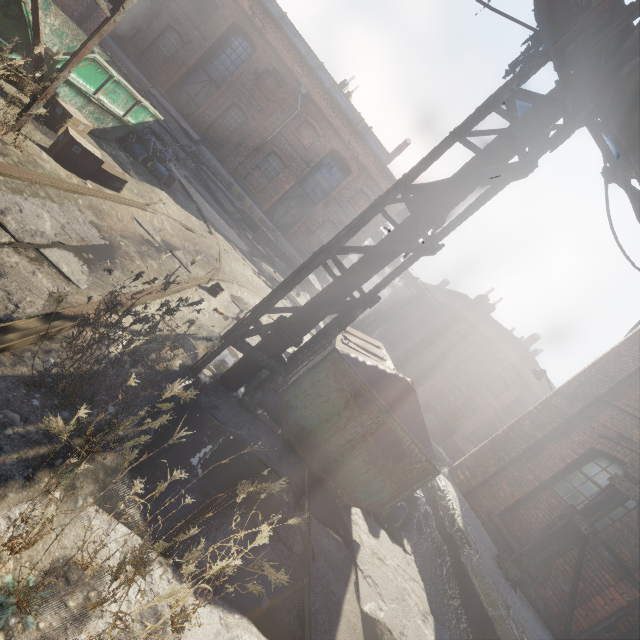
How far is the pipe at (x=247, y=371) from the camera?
4.17m

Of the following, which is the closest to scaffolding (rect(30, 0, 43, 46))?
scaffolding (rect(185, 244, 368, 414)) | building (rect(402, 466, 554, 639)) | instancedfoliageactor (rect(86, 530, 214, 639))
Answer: scaffolding (rect(185, 244, 368, 414))

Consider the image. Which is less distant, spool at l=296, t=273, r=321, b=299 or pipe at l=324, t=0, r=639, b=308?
pipe at l=324, t=0, r=639, b=308

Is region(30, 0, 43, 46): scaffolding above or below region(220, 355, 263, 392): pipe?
above

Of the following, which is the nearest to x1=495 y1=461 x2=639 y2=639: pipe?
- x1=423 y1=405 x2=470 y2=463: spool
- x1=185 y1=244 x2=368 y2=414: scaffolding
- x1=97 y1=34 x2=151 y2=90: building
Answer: x1=185 y1=244 x2=368 y2=414: scaffolding

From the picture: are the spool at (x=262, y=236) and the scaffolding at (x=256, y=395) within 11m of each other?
no

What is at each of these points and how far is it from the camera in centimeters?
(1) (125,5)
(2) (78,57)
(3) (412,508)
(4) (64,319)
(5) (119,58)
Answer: (1) pipe, 391cm
(2) scaffolding, 400cm
(3) trash bag, 589cm
(4) track, 263cm
(5) building, 1680cm

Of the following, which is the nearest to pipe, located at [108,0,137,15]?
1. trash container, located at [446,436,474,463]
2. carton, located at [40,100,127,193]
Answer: carton, located at [40,100,127,193]
